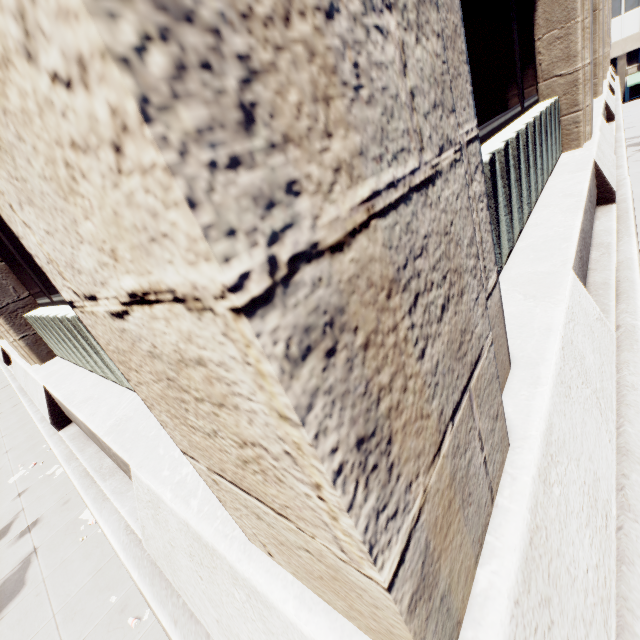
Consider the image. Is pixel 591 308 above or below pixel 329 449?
below
